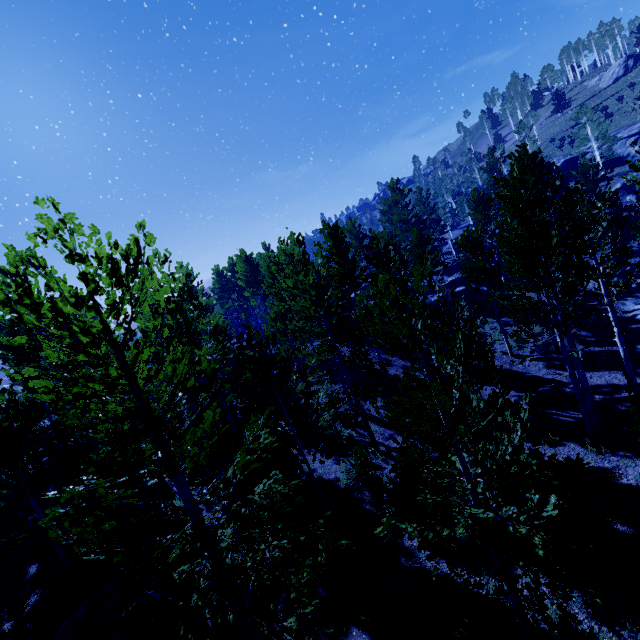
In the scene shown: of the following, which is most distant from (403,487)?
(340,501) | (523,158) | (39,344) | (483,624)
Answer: (39,344)

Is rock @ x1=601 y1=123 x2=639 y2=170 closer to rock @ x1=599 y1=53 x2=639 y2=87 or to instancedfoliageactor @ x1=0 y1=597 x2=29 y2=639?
instancedfoliageactor @ x1=0 y1=597 x2=29 y2=639

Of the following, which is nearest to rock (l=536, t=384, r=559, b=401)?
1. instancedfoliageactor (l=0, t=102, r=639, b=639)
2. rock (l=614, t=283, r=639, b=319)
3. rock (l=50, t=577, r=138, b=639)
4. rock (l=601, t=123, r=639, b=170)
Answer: instancedfoliageactor (l=0, t=102, r=639, b=639)

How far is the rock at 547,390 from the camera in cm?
1374

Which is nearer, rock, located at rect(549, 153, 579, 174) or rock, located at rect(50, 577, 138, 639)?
rock, located at rect(50, 577, 138, 639)

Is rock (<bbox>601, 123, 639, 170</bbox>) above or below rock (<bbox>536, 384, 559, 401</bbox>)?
above

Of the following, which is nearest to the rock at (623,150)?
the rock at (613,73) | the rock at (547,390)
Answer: the rock at (613,73)

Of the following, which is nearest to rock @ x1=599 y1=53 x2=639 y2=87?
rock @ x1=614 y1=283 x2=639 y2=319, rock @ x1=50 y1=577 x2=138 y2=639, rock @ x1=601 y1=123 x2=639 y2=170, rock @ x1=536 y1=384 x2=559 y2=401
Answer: rock @ x1=601 y1=123 x2=639 y2=170
